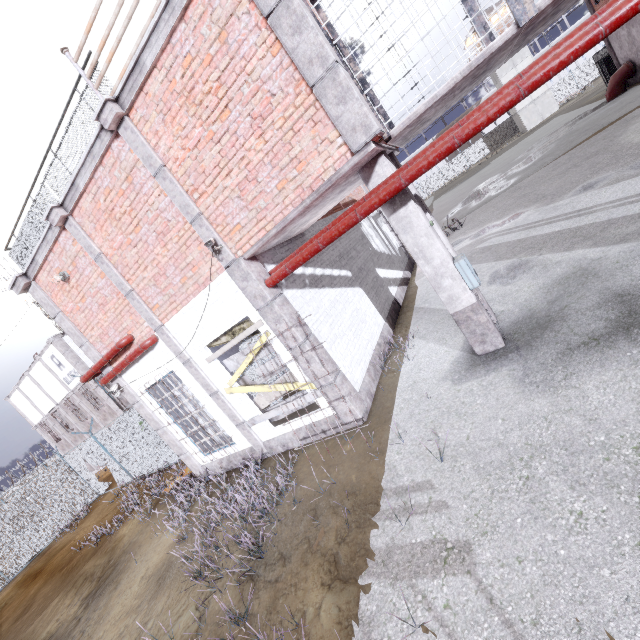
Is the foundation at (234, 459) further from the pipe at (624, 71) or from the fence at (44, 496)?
the pipe at (624, 71)

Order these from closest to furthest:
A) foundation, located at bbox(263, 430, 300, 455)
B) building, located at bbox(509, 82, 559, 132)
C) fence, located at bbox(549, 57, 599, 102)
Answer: foundation, located at bbox(263, 430, 300, 455)
building, located at bbox(509, 82, 559, 132)
fence, located at bbox(549, 57, 599, 102)

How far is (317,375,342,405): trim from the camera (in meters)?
6.38

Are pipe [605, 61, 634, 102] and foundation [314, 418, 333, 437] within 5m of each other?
no

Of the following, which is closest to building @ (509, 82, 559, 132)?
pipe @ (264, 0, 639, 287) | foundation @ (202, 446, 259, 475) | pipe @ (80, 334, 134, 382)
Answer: pipe @ (264, 0, 639, 287)

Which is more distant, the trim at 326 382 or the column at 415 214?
the trim at 326 382

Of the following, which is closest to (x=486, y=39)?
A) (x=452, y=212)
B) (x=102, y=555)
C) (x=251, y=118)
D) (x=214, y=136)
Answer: (x=251, y=118)

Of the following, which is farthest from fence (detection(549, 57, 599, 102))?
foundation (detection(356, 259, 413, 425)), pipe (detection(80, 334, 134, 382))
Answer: foundation (detection(356, 259, 413, 425))
